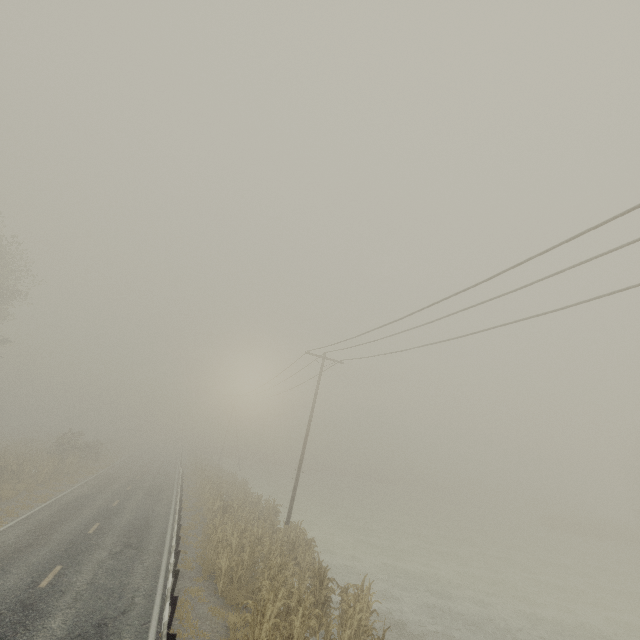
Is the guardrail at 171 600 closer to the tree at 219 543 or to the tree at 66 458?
the tree at 219 543

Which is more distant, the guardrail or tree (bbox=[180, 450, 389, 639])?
tree (bbox=[180, 450, 389, 639])

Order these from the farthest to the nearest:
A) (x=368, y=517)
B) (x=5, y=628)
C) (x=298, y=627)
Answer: (x=368, y=517) < (x=298, y=627) < (x=5, y=628)

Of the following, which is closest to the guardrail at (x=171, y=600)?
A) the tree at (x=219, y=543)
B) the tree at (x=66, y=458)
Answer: the tree at (x=219, y=543)

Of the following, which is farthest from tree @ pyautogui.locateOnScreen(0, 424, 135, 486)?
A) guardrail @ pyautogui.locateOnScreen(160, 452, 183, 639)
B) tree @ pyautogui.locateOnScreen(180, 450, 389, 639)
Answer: tree @ pyautogui.locateOnScreen(180, 450, 389, 639)

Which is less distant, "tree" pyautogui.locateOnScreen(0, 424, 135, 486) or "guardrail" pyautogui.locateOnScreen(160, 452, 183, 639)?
"guardrail" pyautogui.locateOnScreen(160, 452, 183, 639)
